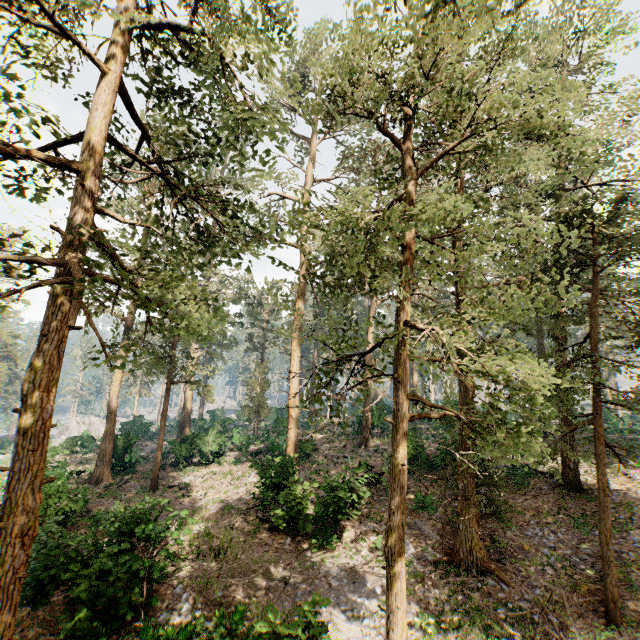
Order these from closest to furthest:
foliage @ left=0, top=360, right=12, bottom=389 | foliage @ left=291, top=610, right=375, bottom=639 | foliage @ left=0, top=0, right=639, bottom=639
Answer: foliage @ left=0, top=0, right=639, bottom=639, foliage @ left=291, top=610, right=375, bottom=639, foliage @ left=0, top=360, right=12, bottom=389

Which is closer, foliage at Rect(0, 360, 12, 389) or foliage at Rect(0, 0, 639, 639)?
foliage at Rect(0, 0, 639, 639)

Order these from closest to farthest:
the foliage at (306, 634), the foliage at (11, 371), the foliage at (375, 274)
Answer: the foliage at (375, 274) → the foliage at (306, 634) → the foliage at (11, 371)

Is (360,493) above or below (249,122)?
below

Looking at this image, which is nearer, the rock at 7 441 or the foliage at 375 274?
the foliage at 375 274

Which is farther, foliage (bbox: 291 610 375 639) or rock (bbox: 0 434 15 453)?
rock (bbox: 0 434 15 453)

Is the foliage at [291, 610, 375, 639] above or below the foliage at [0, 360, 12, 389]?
below
